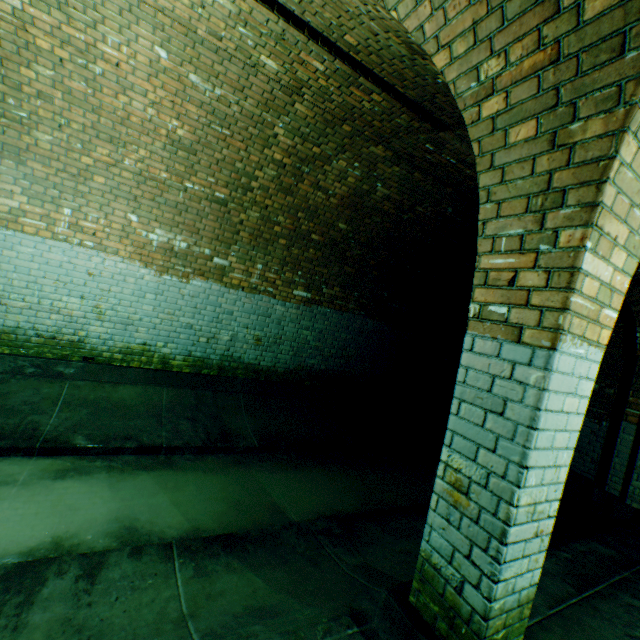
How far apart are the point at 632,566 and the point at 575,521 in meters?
1.3

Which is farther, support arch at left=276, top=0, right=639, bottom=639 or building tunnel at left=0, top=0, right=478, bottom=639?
building tunnel at left=0, top=0, right=478, bottom=639

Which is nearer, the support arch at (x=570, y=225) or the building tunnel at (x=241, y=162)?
the support arch at (x=570, y=225)

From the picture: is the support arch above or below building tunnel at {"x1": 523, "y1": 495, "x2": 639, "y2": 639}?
above
